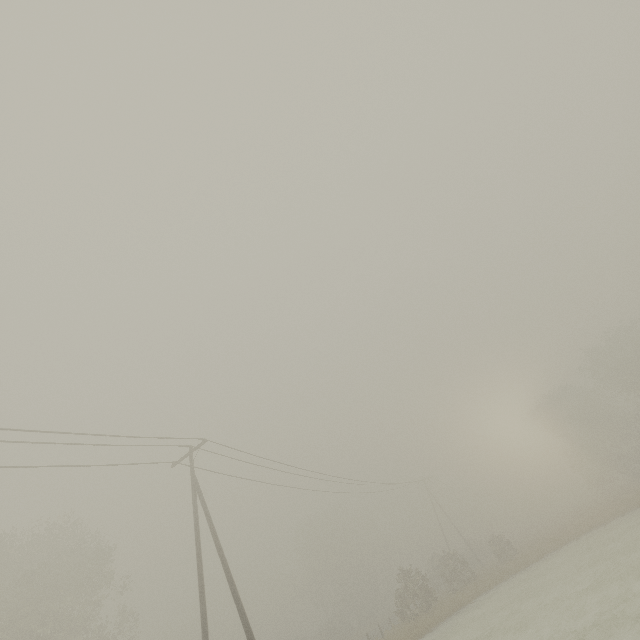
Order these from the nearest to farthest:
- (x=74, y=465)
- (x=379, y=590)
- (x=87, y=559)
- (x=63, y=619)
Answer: (x=74, y=465) → (x=63, y=619) → (x=87, y=559) → (x=379, y=590)

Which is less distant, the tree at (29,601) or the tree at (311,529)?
the tree at (29,601)

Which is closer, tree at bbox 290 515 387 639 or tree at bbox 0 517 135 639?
tree at bbox 0 517 135 639
